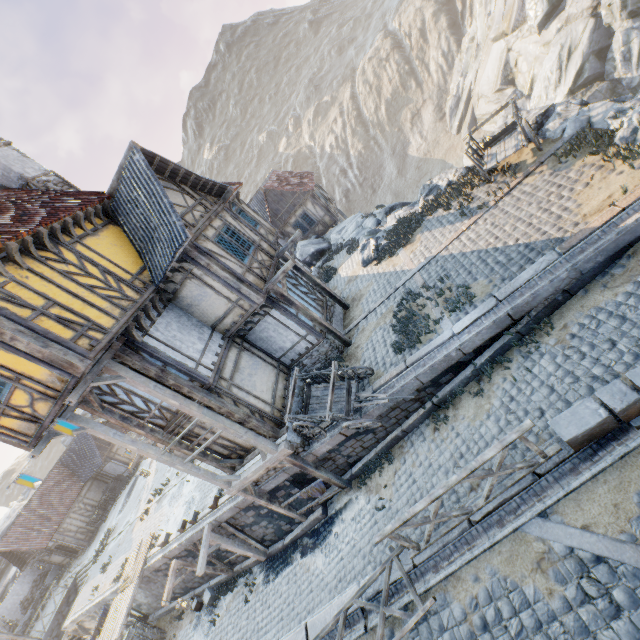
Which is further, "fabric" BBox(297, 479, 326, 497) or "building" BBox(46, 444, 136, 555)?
"building" BBox(46, 444, 136, 555)

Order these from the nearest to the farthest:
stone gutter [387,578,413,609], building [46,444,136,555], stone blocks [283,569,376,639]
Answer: stone gutter [387,578,413,609] < stone blocks [283,569,376,639] < building [46,444,136,555]

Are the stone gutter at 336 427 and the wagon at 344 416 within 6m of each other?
yes

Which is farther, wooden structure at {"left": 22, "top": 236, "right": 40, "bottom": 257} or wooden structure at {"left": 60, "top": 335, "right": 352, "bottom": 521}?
wooden structure at {"left": 60, "top": 335, "right": 352, "bottom": 521}

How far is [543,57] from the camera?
25.86m

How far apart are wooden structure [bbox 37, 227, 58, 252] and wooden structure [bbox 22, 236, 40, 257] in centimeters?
33cm

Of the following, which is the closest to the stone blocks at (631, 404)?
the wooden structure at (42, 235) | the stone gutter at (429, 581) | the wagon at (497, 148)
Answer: the stone gutter at (429, 581)

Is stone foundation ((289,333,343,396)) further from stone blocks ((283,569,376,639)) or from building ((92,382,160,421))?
stone blocks ((283,569,376,639))
